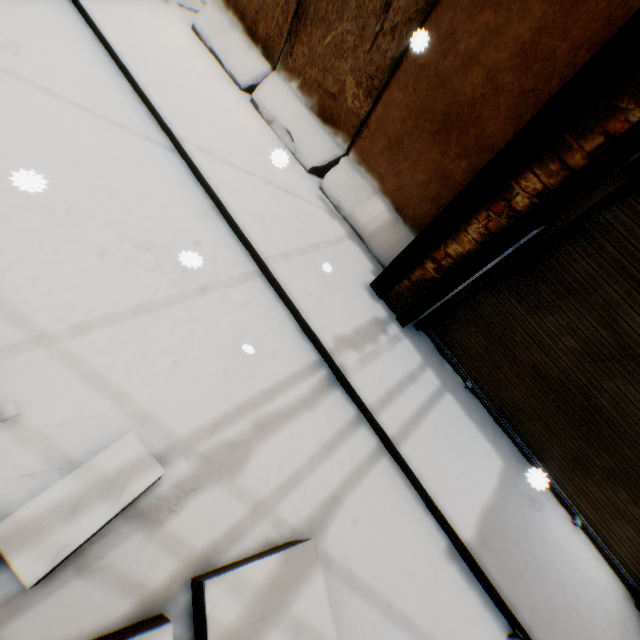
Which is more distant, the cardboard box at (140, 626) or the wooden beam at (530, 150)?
the wooden beam at (530, 150)

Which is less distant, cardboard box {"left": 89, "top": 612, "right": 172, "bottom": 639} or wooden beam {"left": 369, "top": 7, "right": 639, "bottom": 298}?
cardboard box {"left": 89, "top": 612, "right": 172, "bottom": 639}

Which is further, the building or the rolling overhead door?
the rolling overhead door

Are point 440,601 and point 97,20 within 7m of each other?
no

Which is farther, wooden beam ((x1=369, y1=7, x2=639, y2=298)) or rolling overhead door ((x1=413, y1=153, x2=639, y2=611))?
rolling overhead door ((x1=413, y1=153, x2=639, y2=611))

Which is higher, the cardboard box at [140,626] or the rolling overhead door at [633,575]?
the rolling overhead door at [633,575]

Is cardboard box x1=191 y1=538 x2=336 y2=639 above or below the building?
below
